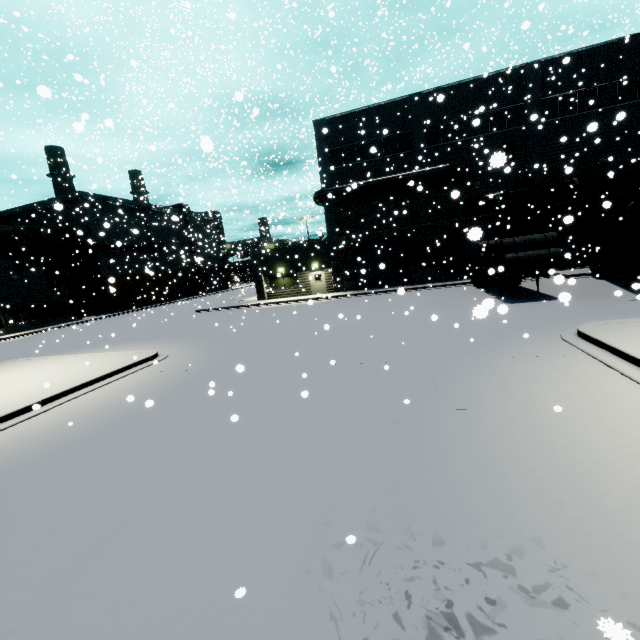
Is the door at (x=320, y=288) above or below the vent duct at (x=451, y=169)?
below

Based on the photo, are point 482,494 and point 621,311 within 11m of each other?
Result: no

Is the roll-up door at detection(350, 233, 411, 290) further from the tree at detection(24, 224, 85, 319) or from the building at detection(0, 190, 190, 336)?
the tree at detection(24, 224, 85, 319)

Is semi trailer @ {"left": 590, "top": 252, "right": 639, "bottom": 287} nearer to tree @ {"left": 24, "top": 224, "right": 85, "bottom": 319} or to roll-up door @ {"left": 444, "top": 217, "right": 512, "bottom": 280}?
roll-up door @ {"left": 444, "top": 217, "right": 512, "bottom": 280}

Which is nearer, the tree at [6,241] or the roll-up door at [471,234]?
the roll-up door at [471,234]

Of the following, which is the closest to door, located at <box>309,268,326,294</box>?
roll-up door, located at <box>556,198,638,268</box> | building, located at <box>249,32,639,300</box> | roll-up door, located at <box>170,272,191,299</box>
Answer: building, located at <box>249,32,639,300</box>

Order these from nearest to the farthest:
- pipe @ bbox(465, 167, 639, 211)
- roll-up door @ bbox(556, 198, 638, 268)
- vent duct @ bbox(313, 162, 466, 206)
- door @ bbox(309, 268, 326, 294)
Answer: pipe @ bbox(465, 167, 639, 211) < roll-up door @ bbox(556, 198, 638, 268) < vent duct @ bbox(313, 162, 466, 206) < door @ bbox(309, 268, 326, 294)

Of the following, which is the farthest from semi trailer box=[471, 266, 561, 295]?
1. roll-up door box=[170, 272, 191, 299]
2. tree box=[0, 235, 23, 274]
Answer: Answer: roll-up door box=[170, 272, 191, 299]
